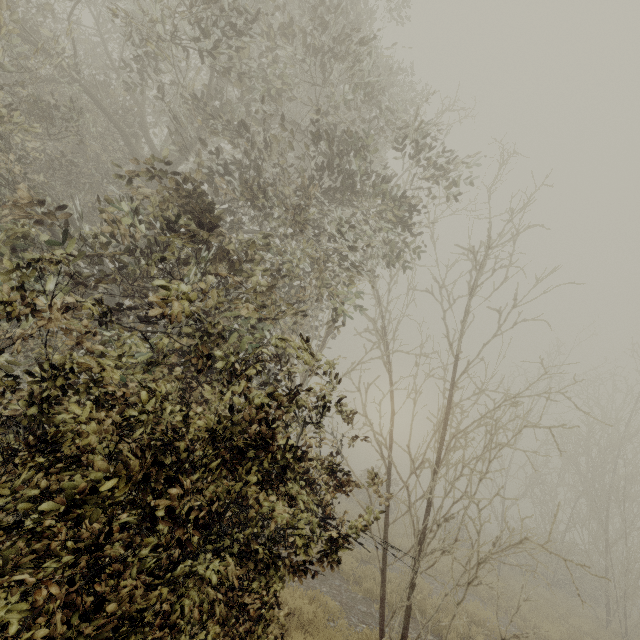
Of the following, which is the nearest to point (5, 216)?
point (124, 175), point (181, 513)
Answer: point (124, 175)
